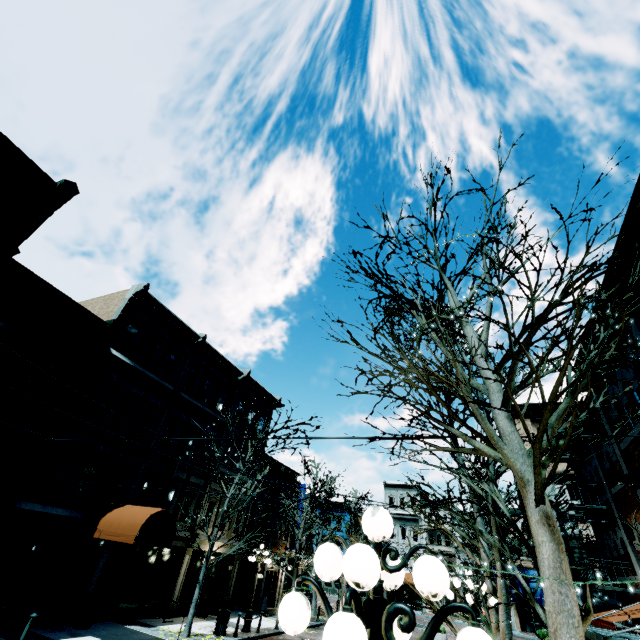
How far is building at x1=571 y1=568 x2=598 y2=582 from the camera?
11.6m

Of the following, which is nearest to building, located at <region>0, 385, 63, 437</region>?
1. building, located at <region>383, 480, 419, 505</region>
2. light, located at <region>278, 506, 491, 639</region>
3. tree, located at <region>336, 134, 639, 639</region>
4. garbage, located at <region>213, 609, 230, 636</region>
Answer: tree, located at <region>336, 134, 639, 639</region>

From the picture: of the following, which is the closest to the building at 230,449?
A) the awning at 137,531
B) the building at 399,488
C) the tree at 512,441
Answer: the awning at 137,531

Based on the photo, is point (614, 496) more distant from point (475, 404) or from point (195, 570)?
point (195, 570)

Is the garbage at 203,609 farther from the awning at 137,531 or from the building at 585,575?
the awning at 137,531

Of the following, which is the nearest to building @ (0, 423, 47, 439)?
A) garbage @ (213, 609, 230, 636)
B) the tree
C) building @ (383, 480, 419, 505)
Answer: the tree
